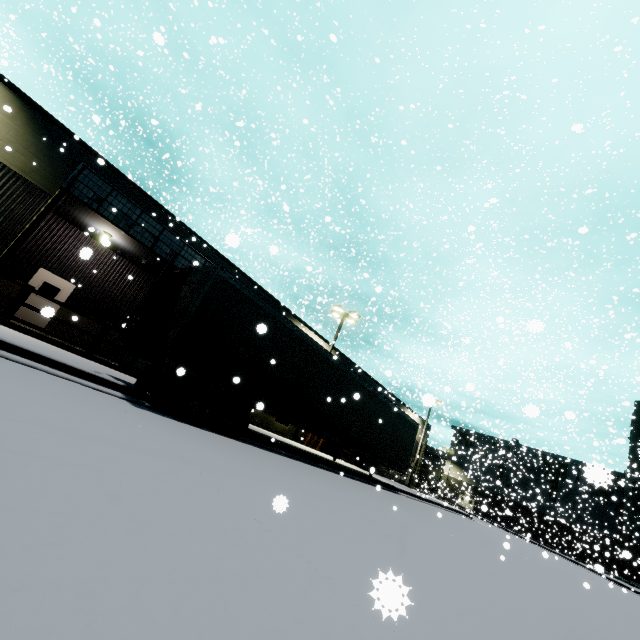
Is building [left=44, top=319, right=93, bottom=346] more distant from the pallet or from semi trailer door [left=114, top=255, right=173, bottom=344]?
semi trailer door [left=114, top=255, right=173, bottom=344]

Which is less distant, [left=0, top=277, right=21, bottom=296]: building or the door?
[left=0, top=277, right=21, bottom=296]: building

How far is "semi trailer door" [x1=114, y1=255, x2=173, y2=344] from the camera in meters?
8.3 m

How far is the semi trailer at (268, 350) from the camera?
8.06m

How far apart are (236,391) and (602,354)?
54.4 meters

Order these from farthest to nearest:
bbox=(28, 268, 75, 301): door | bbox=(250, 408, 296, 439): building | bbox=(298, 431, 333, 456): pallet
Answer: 1. bbox=(298, 431, 333, 456): pallet
2. bbox=(250, 408, 296, 439): building
3. bbox=(28, 268, 75, 301): door

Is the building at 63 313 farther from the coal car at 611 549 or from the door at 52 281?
the coal car at 611 549

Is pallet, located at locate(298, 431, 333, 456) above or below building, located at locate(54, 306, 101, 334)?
below
